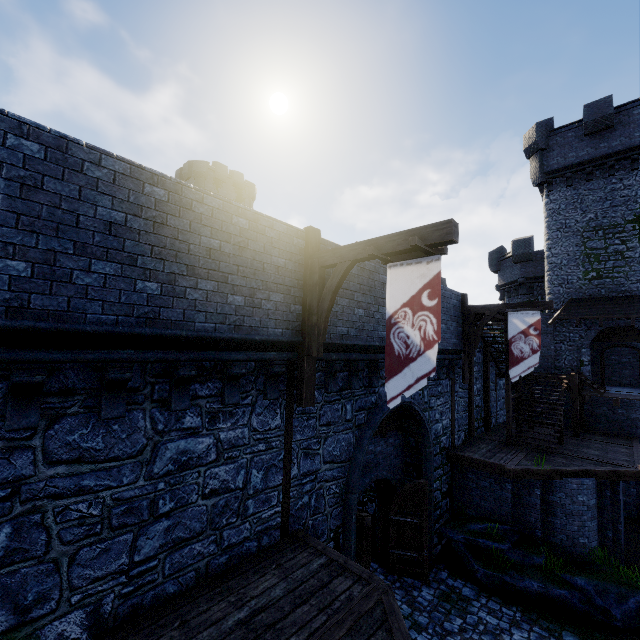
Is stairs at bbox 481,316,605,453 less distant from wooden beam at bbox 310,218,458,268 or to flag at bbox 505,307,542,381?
flag at bbox 505,307,542,381

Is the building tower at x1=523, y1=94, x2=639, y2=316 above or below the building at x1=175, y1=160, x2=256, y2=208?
below

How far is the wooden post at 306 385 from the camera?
6.96m

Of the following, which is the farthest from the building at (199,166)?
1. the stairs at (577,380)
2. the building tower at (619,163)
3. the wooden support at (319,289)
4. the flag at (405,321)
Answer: the building tower at (619,163)

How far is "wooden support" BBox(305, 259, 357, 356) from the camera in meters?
6.6 m

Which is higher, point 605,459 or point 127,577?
point 127,577

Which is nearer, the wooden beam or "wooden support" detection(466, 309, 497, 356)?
the wooden beam

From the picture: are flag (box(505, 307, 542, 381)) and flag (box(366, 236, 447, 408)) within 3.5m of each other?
no
